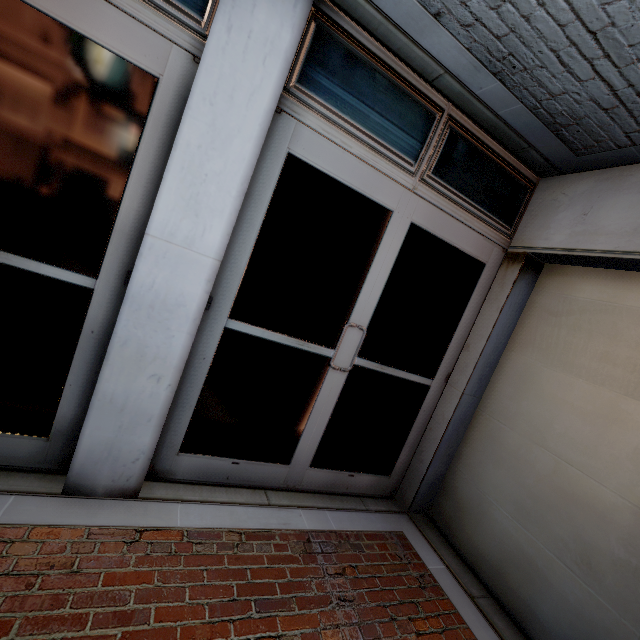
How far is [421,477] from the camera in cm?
346
